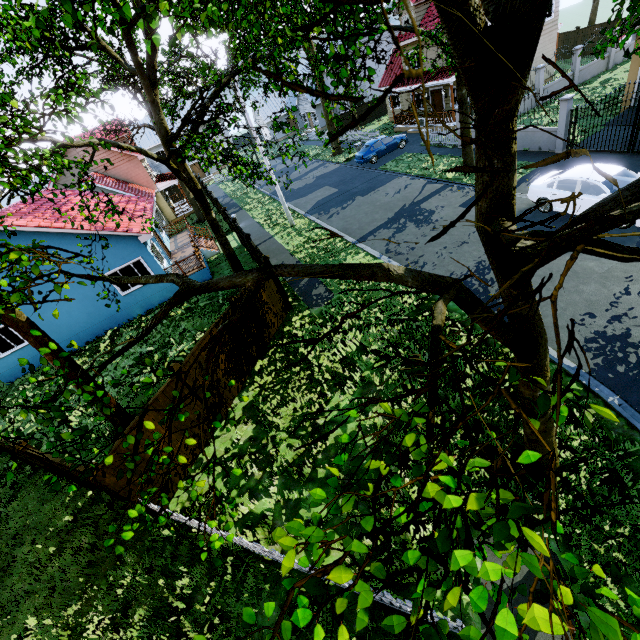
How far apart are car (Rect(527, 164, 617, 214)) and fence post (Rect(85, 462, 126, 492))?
16.3 meters

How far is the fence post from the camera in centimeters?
668cm

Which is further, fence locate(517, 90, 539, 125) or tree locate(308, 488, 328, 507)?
fence locate(517, 90, 539, 125)

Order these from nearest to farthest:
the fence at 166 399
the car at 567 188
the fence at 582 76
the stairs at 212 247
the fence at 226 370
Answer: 1. the fence at 166 399
2. the fence at 226 370
3. the car at 567 188
4. the stairs at 212 247
5. the fence at 582 76

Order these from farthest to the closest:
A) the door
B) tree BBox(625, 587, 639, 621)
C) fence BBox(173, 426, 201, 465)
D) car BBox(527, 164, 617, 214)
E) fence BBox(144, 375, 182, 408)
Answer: the door → car BBox(527, 164, 617, 214) → fence BBox(173, 426, 201, 465) → fence BBox(144, 375, 182, 408) → tree BBox(625, 587, 639, 621)

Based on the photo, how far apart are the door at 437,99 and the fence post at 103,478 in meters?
32.6 m

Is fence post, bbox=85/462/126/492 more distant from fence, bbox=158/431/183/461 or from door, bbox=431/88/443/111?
door, bbox=431/88/443/111

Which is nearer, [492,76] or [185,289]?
[492,76]
